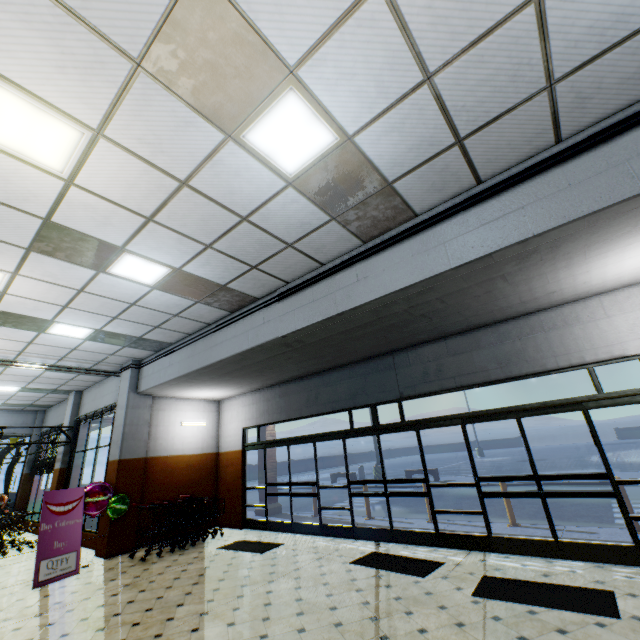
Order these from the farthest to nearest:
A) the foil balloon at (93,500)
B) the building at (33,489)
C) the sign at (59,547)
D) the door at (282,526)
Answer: the building at (33,489), the door at (282,526), the foil balloon at (93,500), the sign at (59,547)

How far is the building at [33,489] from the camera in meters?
13.9 m

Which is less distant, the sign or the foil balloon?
the sign

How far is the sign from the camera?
6.39m

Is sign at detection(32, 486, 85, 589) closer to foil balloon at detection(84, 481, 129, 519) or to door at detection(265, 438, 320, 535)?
foil balloon at detection(84, 481, 129, 519)

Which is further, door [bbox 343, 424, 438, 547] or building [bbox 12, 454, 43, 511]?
building [bbox 12, 454, 43, 511]

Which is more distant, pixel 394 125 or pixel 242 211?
pixel 242 211

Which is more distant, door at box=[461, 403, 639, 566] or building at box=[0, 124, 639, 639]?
door at box=[461, 403, 639, 566]
